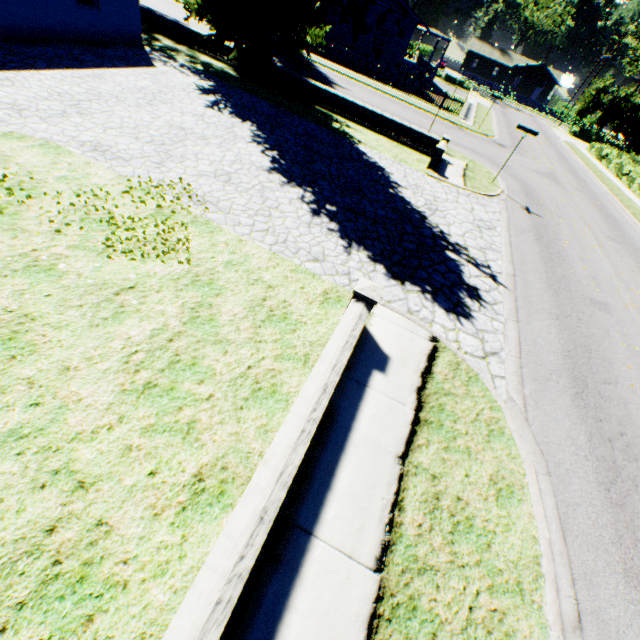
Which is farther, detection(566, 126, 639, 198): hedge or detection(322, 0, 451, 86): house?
detection(322, 0, 451, 86): house

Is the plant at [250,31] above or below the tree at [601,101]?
below

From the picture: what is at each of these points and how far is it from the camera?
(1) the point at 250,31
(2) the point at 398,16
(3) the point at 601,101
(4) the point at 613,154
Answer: (1) plant, 13.98m
(2) house, 29.61m
(3) tree, 44.59m
(4) hedge, 34.47m

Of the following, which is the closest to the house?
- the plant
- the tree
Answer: the plant

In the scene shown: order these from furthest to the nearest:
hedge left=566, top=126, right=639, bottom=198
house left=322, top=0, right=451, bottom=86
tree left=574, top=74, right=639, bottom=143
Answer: tree left=574, top=74, right=639, bottom=143
house left=322, top=0, right=451, bottom=86
hedge left=566, top=126, right=639, bottom=198

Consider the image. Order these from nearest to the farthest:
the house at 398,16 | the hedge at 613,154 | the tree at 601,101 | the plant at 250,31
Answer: the plant at 250,31 < the hedge at 613,154 < the house at 398,16 < the tree at 601,101

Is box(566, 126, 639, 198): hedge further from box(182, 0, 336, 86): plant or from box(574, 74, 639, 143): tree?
box(182, 0, 336, 86): plant
